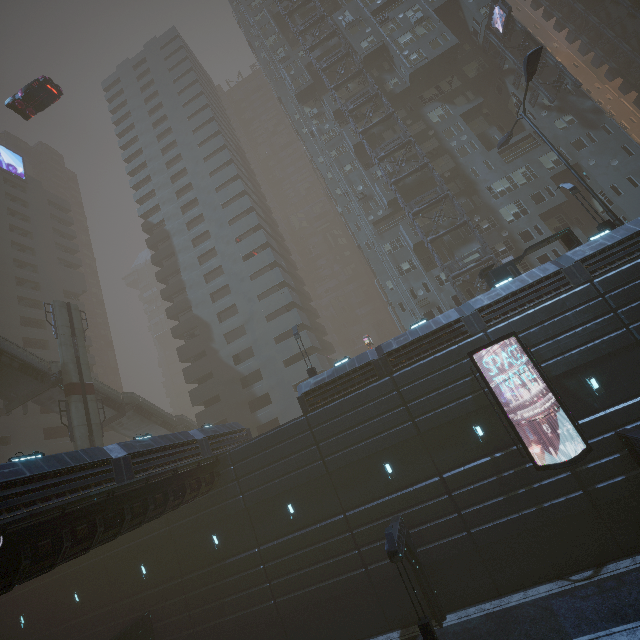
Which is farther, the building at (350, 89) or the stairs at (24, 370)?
the building at (350, 89)

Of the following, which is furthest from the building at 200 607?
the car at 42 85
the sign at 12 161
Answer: the sign at 12 161

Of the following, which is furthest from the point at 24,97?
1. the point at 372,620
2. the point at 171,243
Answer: the point at 372,620

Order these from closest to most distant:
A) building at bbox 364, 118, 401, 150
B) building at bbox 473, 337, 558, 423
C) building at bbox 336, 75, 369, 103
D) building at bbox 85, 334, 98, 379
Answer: building at bbox 473, 337, 558, 423, building at bbox 364, 118, 401, 150, building at bbox 336, 75, 369, 103, building at bbox 85, 334, 98, 379

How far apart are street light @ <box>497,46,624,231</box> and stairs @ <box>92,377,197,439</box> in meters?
41.8 m

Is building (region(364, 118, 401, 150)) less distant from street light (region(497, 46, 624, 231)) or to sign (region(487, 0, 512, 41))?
sign (region(487, 0, 512, 41))

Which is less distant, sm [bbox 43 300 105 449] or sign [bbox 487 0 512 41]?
sm [bbox 43 300 105 449]

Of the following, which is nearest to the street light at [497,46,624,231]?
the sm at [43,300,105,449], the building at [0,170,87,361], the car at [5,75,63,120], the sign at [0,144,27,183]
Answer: the car at [5,75,63,120]
